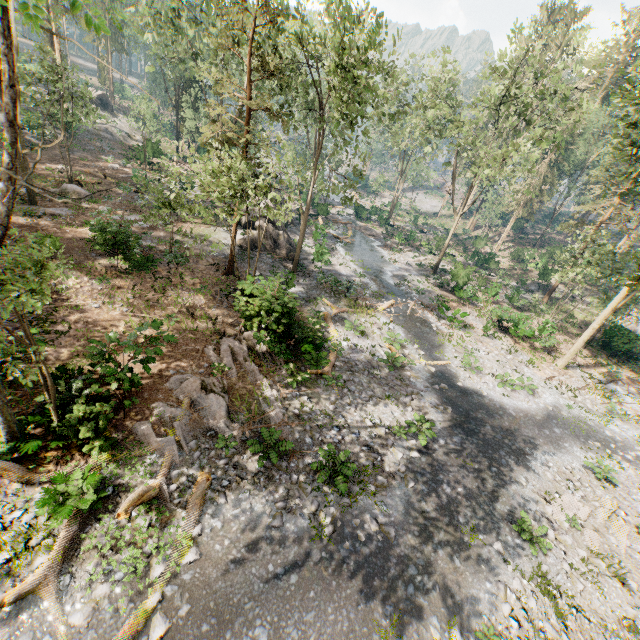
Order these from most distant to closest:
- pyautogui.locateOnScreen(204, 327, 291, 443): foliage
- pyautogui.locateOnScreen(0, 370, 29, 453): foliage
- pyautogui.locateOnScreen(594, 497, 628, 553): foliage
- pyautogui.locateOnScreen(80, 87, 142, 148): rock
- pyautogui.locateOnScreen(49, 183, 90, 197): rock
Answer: pyautogui.locateOnScreen(80, 87, 142, 148): rock → pyautogui.locateOnScreen(49, 183, 90, 197): rock → pyautogui.locateOnScreen(204, 327, 291, 443): foliage → pyautogui.locateOnScreen(594, 497, 628, 553): foliage → pyautogui.locateOnScreen(0, 370, 29, 453): foliage

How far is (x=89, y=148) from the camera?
36.4 meters

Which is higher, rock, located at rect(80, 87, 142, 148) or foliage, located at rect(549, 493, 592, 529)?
rock, located at rect(80, 87, 142, 148)

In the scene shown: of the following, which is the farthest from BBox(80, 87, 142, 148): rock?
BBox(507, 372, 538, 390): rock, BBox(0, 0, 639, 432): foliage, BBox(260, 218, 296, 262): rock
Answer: BBox(507, 372, 538, 390): rock

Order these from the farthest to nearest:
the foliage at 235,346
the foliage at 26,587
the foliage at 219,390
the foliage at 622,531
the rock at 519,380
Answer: the rock at 519,380 → the foliage at 235,346 → the foliage at 622,531 → the foliage at 219,390 → the foliage at 26,587

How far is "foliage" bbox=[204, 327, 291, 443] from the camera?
13.4m

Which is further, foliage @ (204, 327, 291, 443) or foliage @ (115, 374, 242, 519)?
foliage @ (204, 327, 291, 443)

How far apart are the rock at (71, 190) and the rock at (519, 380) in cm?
3269
